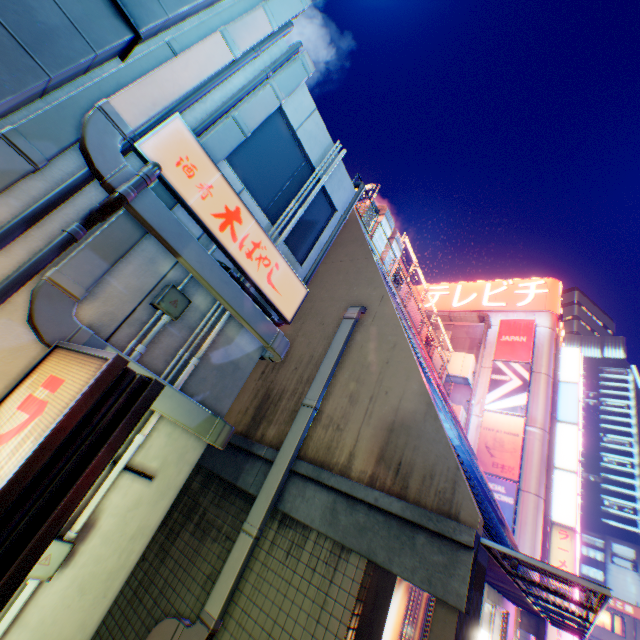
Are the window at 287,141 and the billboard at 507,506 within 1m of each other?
no

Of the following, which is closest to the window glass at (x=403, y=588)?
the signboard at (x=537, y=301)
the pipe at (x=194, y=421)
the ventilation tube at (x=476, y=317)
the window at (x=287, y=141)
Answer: the pipe at (x=194, y=421)

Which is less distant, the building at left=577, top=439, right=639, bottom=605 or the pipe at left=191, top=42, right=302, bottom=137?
the pipe at left=191, top=42, right=302, bottom=137

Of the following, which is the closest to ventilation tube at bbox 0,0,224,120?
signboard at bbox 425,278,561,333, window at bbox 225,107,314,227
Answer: window at bbox 225,107,314,227

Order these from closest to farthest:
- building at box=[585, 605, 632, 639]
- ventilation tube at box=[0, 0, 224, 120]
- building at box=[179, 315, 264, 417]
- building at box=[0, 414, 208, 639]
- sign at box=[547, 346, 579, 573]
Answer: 1. ventilation tube at box=[0, 0, 224, 120]
2. building at box=[0, 414, 208, 639]
3. building at box=[179, 315, 264, 417]
4. sign at box=[547, 346, 579, 573]
5. building at box=[585, 605, 632, 639]

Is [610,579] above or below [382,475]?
above

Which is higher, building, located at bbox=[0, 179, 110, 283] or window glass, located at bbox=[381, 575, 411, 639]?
building, located at bbox=[0, 179, 110, 283]

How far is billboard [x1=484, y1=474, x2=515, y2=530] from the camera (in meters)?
19.69
